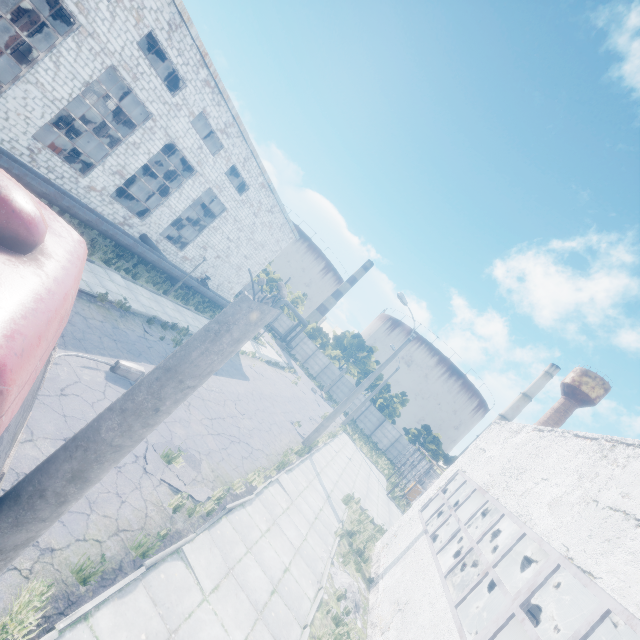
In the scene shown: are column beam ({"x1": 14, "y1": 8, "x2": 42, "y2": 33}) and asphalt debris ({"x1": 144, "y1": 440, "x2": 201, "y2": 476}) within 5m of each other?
no

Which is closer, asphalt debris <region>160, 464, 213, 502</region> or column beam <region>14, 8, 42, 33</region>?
asphalt debris <region>160, 464, 213, 502</region>

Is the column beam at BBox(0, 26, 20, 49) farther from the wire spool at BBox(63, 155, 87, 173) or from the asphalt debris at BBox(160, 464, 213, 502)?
the asphalt debris at BBox(160, 464, 213, 502)

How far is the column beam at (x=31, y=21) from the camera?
23.8 meters

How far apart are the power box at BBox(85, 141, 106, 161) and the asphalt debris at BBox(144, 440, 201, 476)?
34.9 meters

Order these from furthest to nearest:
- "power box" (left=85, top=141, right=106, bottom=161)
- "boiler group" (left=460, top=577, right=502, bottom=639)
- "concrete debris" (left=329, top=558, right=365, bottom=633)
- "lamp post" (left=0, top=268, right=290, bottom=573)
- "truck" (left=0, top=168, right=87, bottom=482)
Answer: "power box" (left=85, top=141, right=106, bottom=161)
"boiler group" (left=460, top=577, right=502, bottom=639)
"concrete debris" (left=329, top=558, right=365, bottom=633)
"lamp post" (left=0, top=268, right=290, bottom=573)
"truck" (left=0, top=168, right=87, bottom=482)

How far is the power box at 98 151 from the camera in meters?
31.2

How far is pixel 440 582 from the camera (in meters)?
8.07
